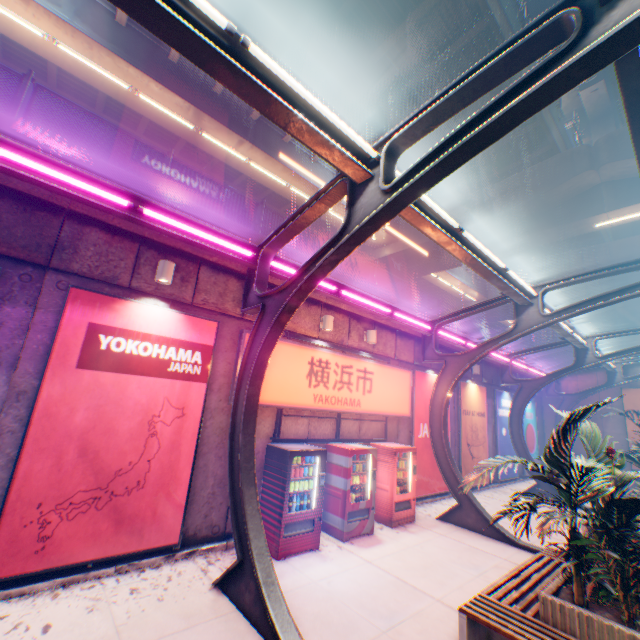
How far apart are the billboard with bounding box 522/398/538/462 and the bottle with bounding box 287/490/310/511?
16.21m

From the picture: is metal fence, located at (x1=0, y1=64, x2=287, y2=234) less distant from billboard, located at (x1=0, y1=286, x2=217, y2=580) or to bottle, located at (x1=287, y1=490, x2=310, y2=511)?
billboard, located at (x1=0, y1=286, x2=217, y2=580)

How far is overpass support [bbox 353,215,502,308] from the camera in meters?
20.2 m

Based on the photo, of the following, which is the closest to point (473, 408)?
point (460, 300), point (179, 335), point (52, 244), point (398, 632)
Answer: point (398, 632)

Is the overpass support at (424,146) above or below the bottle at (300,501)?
above

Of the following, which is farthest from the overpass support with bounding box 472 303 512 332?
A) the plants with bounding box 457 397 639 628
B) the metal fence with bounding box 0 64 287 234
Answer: the plants with bounding box 457 397 639 628

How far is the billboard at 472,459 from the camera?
13.64m

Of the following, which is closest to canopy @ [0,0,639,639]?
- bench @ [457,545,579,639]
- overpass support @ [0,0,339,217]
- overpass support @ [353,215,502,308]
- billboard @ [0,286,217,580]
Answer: billboard @ [0,286,217,580]
